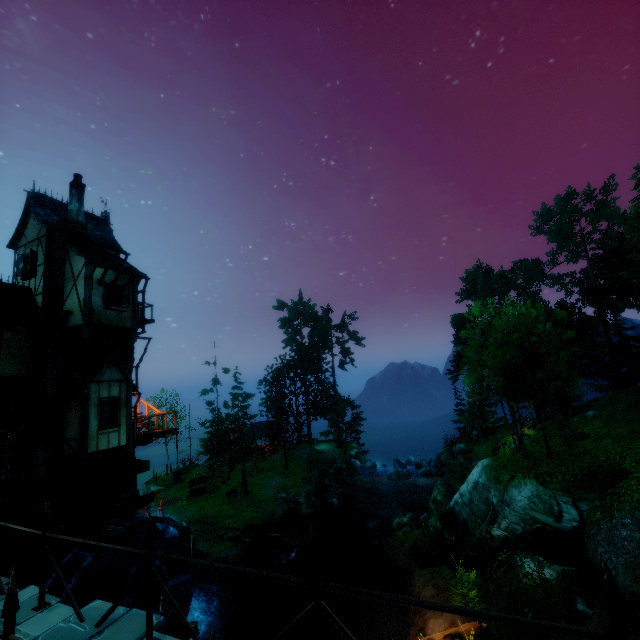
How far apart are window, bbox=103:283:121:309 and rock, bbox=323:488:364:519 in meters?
25.9

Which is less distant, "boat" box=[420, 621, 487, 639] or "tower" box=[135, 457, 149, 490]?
"boat" box=[420, 621, 487, 639]

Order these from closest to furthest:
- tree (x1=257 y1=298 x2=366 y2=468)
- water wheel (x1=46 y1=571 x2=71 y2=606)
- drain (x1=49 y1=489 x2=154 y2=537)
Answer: water wheel (x1=46 y1=571 x2=71 y2=606) < drain (x1=49 y1=489 x2=154 y2=537) < tree (x1=257 y1=298 x2=366 y2=468)

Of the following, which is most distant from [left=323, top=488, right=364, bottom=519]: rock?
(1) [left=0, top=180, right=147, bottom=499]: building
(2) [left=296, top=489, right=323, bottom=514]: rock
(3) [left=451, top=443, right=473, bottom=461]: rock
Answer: (1) [left=0, top=180, right=147, bottom=499]: building

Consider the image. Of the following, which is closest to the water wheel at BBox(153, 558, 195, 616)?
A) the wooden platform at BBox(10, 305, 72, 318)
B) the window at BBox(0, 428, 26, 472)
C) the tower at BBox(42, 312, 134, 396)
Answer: the tower at BBox(42, 312, 134, 396)

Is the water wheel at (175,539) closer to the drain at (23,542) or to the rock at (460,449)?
the drain at (23,542)

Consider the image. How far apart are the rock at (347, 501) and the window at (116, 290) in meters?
25.9

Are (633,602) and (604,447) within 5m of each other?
no
